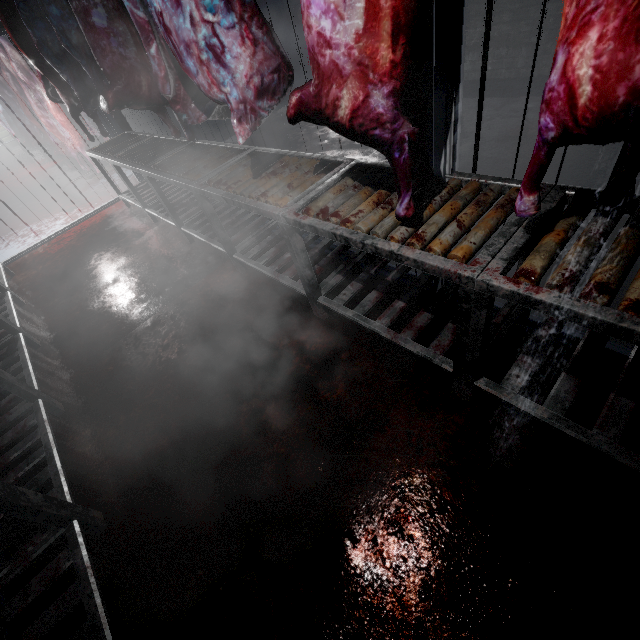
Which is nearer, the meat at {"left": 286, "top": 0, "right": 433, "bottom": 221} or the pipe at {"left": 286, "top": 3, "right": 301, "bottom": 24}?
the meat at {"left": 286, "top": 0, "right": 433, "bottom": 221}

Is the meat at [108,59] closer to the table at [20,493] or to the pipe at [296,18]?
the table at [20,493]

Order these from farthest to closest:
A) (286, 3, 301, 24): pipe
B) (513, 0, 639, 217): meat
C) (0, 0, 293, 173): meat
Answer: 1. (286, 3, 301, 24): pipe
2. (0, 0, 293, 173): meat
3. (513, 0, 639, 217): meat

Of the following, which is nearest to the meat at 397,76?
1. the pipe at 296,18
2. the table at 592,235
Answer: the table at 592,235

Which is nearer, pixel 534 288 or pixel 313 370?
pixel 534 288

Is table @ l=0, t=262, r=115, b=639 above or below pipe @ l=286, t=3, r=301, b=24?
below

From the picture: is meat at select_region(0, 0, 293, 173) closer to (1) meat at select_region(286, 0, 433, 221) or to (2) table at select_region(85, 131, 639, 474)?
(2) table at select_region(85, 131, 639, 474)

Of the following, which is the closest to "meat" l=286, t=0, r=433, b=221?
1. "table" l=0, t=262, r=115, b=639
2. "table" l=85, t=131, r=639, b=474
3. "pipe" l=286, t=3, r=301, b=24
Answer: "table" l=85, t=131, r=639, b=474
